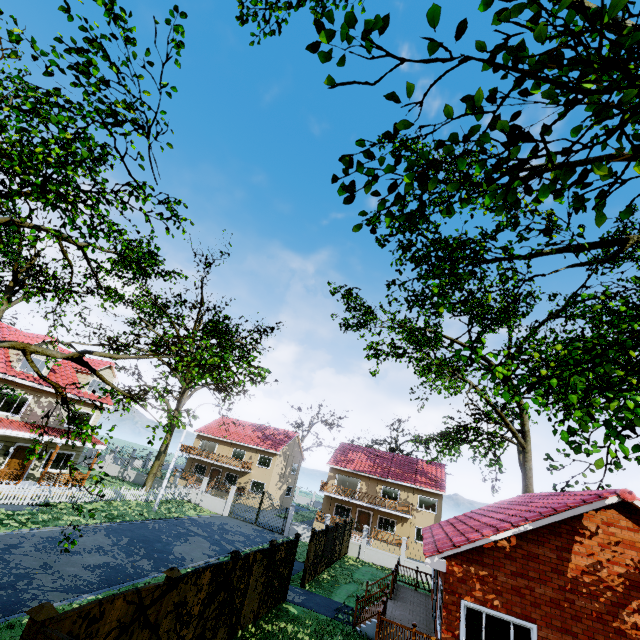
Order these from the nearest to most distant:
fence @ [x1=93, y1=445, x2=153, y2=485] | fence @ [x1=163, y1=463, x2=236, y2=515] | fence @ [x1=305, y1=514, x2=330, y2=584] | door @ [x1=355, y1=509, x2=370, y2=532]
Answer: fence @ [x1=305, y1=514, x2=330, y2=584] → fence @ [x1=163, y1=463, x2=236, y2=515] → fence @ [x1=93, y1=445, x2=153, y2=485] → door @ [x1=355, y1=509, x2=370, y2=532]

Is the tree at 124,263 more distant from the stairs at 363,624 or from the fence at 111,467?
the stairs at 363,624

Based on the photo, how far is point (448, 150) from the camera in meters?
2.3 m

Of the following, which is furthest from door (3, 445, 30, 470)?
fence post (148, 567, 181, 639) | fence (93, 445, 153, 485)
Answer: fence post (148, 567, 181, 639)

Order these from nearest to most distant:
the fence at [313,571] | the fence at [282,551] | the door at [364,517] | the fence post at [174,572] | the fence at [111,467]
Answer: the fence post at [174,572] < the fence at [282,551] < the fence at [313,571] < the fence at [111,467] < the door at [364,517]

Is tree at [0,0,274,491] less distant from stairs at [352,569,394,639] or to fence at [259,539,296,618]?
fence at [259,539,296,618]

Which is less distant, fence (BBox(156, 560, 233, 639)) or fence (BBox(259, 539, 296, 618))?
fence (BBox(156, 560, 233, 639))
